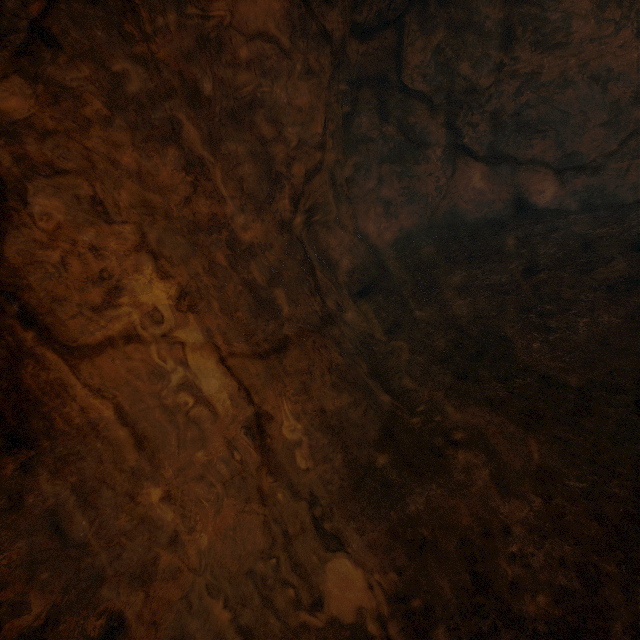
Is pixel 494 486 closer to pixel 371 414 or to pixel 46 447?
pixel 371 414
